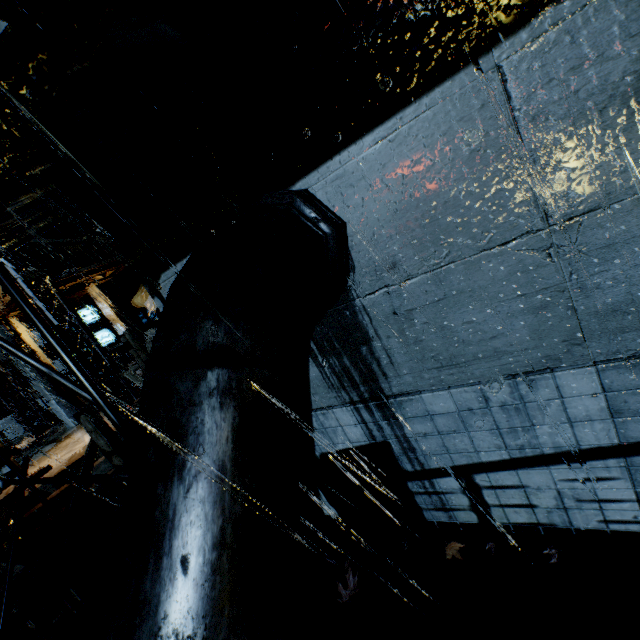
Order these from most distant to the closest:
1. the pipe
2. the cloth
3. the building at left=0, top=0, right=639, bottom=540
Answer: the cloth, the building at left=0, top=0, right=639, bottom=540, the pipe

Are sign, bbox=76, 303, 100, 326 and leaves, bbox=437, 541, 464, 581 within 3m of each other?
no

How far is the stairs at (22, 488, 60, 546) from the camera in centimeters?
861cm

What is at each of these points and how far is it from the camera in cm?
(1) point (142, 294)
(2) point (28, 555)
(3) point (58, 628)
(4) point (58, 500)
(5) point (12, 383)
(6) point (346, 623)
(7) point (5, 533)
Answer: (1) cloth, 1883
(2) building, 797
(3) building, 545
(4) stairs, 930
(5) building, 1830
(6) leaves, 346
(7) building, 816

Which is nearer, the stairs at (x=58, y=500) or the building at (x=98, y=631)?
the building at (x=98, y=631)

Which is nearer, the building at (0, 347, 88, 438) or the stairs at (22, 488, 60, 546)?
the stairs at (22, 488, 60, 546)

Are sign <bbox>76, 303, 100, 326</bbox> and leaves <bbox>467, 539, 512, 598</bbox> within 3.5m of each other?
no
